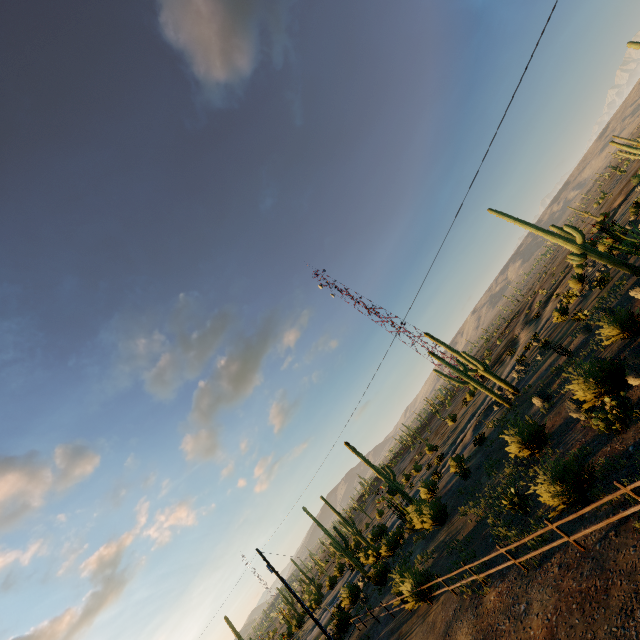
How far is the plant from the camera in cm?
2811

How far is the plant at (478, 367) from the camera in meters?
28.1

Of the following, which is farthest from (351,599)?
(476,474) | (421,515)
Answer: (476,474)
